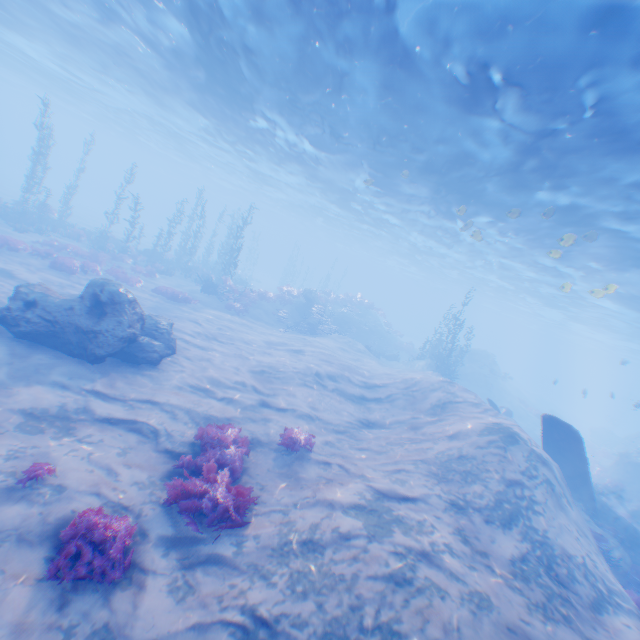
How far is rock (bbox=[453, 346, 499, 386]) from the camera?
33.28m

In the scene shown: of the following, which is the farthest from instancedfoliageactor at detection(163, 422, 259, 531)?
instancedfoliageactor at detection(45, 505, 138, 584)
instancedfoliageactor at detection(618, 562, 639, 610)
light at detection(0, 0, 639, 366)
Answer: light at detection(0, 0, 639, 366)

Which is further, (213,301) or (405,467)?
(213,301)

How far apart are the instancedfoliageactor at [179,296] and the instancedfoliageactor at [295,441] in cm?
1394

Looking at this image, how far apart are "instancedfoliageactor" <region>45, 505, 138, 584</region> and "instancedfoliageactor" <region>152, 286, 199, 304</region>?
Answer: 16.6m

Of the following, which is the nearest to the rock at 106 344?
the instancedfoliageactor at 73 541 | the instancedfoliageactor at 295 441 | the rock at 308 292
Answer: the rock at 308 292

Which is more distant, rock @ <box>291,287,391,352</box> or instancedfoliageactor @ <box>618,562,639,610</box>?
rock @ <box>291,287,391,352</box>

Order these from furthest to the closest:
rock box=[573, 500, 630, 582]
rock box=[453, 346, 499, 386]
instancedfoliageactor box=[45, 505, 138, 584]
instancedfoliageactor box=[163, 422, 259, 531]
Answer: rock box=[453, 346, 499, 386] < rock box=[573, 500, 630, 582] < instancedfoliageactor box=[163, 422, 259, 531] < instancedfoliageactor box=[45, 505, 138, 584]
